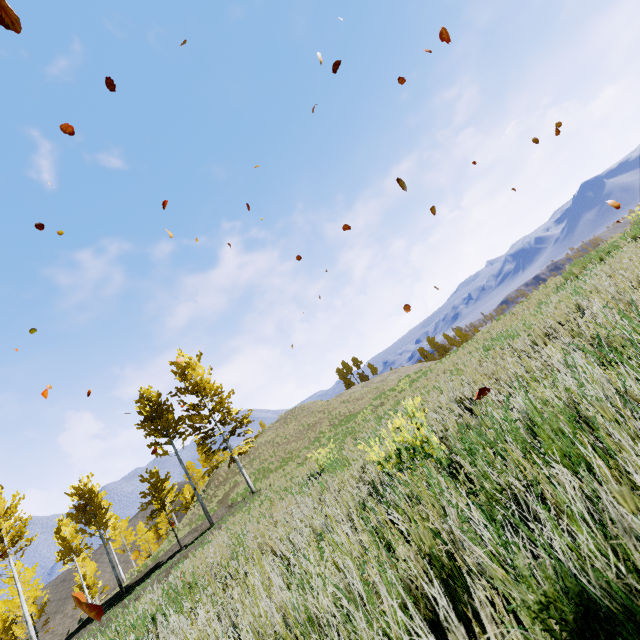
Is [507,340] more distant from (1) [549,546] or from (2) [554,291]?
(2) [554,291]
